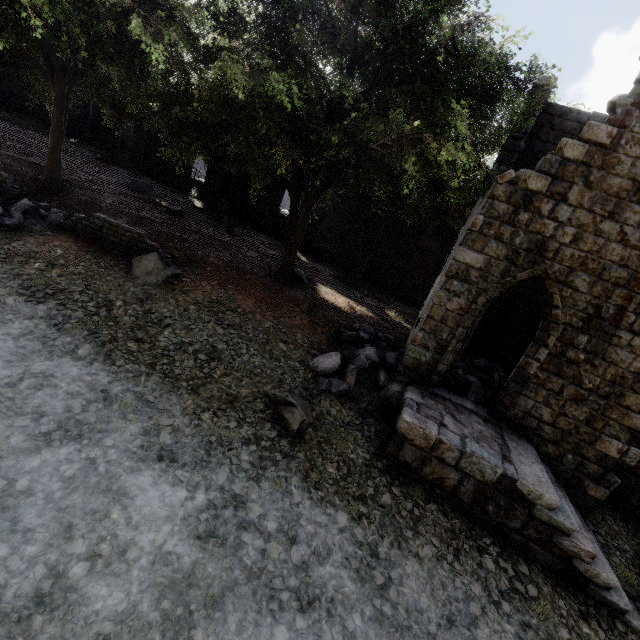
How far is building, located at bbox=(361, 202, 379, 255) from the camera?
21.8 meters

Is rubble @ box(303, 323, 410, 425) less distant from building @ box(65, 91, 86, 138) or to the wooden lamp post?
building @ box(65, 91, 86, 138)

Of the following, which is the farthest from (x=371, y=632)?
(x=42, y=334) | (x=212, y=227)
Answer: (x=212, y=227)

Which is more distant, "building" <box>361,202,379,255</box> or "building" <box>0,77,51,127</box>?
"building" <box>0,77,51,127</box>

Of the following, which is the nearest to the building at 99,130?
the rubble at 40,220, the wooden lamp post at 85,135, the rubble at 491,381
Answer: the rubble at 491,381

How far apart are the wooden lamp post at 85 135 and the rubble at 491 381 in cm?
3349

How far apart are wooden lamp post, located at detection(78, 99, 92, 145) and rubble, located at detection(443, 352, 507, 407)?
33.5 meters
